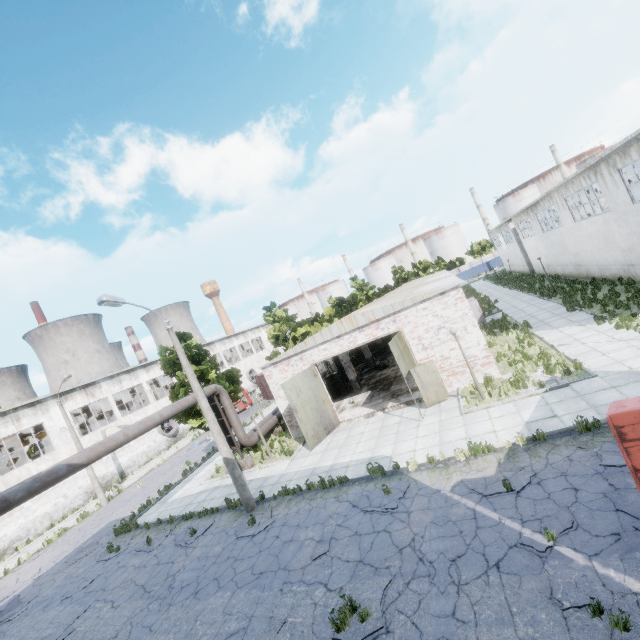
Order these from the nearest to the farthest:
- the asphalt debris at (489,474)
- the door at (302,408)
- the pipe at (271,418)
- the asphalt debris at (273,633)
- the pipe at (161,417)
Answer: the asphalt debris at (273,633) < the asphalt debris at (489,474) < the pipe at (161,417) < the door at (302,408) < the pipe at (271,418)

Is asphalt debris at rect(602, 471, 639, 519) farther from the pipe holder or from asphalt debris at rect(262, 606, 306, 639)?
the pipe holder

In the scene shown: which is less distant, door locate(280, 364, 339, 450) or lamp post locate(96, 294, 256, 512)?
lamp post locate(96, 294, 256, 512)

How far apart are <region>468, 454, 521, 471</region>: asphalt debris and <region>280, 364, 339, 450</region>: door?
8.8 meters

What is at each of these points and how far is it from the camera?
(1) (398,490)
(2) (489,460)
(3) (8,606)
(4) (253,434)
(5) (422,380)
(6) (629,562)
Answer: (1) asphalt debris, 10.5m
(2) asphalt debris, 10.0m
(3) asphalt debris, 14.7m
(4) pipe, 20.5m
(5) door, 15.8m
(6) asphalt debris, 5.7m

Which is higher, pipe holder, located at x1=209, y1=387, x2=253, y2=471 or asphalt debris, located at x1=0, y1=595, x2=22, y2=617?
pipe holder, located at x1=209, y1=387, x2=253, y2=471

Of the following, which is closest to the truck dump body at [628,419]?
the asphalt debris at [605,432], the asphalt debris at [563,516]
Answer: the asphalt debris at [605,432]

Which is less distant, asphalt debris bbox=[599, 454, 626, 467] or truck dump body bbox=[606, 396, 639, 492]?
truck dump body bbox=[606, 396, 639, 492]
